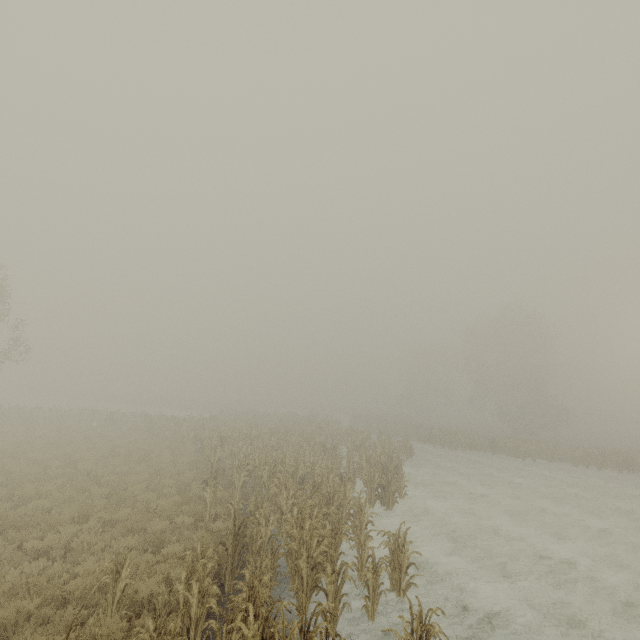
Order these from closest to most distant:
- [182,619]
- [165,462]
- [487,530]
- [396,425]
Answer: [182,619] < [487,530] < [165,462] < [396,425]
